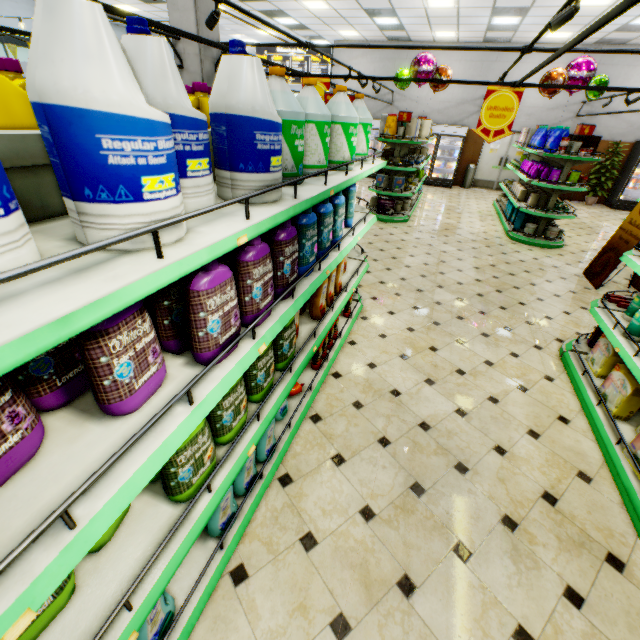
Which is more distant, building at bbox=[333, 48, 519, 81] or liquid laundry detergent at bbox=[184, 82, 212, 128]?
building at bbox=[333, 48, 519, 81]

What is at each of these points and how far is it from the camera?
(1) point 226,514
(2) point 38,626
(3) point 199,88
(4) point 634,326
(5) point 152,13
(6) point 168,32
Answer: (1) fabric softener, 1.83m
(2) fabric softener, 1.07m
(3) liquid laundry detergent, 1.82m
(4) bleach, 2.90m
(5) building, 11.62m
(6) light truss, 3.19m

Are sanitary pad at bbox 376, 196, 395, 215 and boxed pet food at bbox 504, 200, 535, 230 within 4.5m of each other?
yes

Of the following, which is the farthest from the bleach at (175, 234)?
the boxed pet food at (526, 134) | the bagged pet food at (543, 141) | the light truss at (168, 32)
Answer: the boxed pet food at (526, 134)

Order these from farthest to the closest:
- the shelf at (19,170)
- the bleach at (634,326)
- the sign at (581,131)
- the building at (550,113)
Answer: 1. the building at (550,113)
2. the sign at (581,131)
3. the bleach at (634,326)
4. the shelf at (19,170)

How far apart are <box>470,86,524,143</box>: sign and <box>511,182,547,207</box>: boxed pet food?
2.92m

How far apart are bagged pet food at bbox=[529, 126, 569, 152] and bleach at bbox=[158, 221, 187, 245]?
9.6 meters

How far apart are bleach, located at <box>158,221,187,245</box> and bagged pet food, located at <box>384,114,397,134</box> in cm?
812
